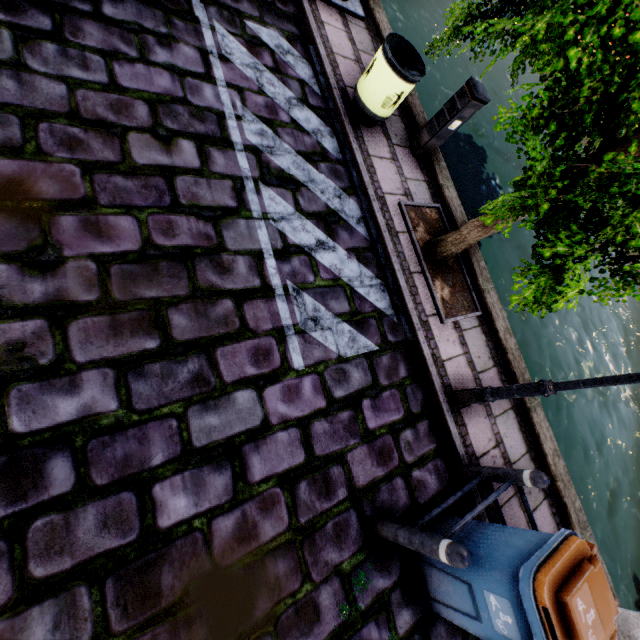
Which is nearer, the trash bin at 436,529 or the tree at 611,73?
the tree at 611,73

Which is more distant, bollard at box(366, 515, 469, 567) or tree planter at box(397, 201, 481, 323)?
tree planter at box(397, 201, 481, 323)

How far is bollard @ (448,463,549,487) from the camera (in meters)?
3.20

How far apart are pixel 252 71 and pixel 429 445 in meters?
5.5 m

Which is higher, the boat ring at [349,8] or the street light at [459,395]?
the street light at [459,395]

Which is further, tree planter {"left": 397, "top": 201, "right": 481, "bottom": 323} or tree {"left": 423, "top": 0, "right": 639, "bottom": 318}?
tree planter {"left": 397, "top": 201, "right": 481, "bottom": 323}

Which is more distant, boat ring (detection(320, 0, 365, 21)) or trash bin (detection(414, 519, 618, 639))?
boat ring (detection(320, 0, 365, 21))

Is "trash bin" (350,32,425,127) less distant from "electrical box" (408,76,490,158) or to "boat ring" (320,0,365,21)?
"electrical box" (408,76,490,158)
